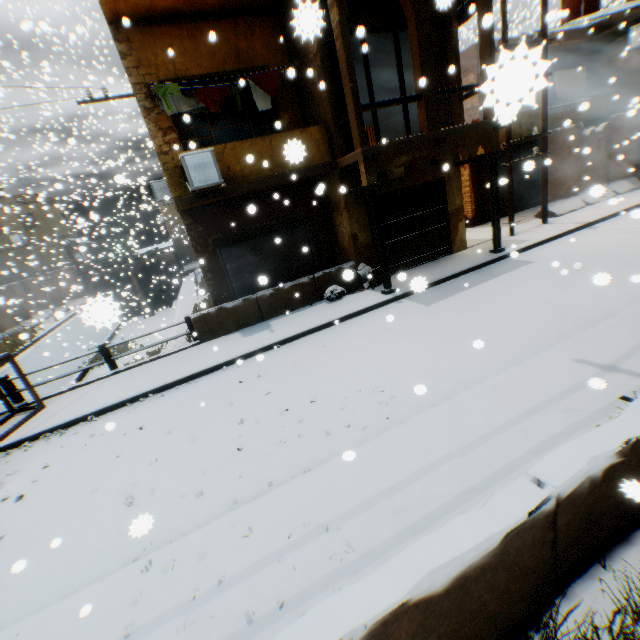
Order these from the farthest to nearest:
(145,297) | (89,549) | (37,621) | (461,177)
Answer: (145,297)
(461,177)
(89,549)
(37,621)

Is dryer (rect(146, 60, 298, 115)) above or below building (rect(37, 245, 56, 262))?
above

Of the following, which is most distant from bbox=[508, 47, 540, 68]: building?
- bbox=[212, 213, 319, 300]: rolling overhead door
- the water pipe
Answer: the water pipe

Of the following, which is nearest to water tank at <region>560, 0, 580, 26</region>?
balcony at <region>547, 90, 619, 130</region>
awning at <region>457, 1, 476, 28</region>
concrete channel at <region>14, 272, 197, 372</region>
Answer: balcony at <region>547, 90, 619, 130</region>

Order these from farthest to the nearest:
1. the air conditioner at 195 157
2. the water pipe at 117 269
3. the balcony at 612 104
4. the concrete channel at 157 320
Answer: the water pipe at 117 269
the balcony at 612 104
the air conditioner at 195 157
the concrete channel at 157 320

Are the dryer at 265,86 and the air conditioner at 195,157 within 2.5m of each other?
yes

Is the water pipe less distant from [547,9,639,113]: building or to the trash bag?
[547,9,639,113]: building

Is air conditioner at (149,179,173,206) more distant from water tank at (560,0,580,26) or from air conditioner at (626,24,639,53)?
water tank at (560,0,580,26)
